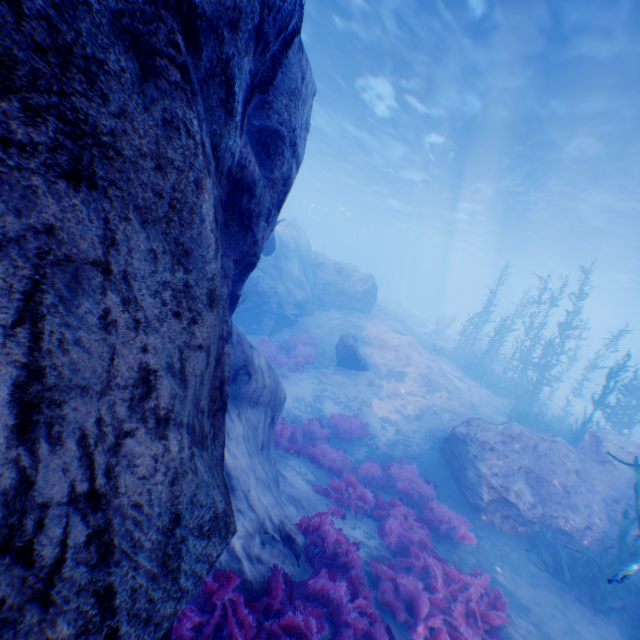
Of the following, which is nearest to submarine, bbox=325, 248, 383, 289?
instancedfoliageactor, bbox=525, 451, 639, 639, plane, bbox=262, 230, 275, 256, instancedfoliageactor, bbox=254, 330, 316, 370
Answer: plane, bbox=262, 230, 275, 256

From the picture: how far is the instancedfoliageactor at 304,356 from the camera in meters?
15.1 m

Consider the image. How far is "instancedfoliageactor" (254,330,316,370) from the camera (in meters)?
15.14

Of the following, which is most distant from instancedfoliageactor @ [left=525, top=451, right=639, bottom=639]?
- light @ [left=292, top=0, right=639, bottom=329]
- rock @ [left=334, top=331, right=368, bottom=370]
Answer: rock @ [left=334, top=331, right=368, bottom=370]

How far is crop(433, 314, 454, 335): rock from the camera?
31.3 meters

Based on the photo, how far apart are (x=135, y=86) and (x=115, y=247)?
0.7 meters

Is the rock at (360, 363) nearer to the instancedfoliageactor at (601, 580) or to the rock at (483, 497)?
the rock at (483, 497)

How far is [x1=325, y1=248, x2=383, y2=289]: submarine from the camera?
57.91m
